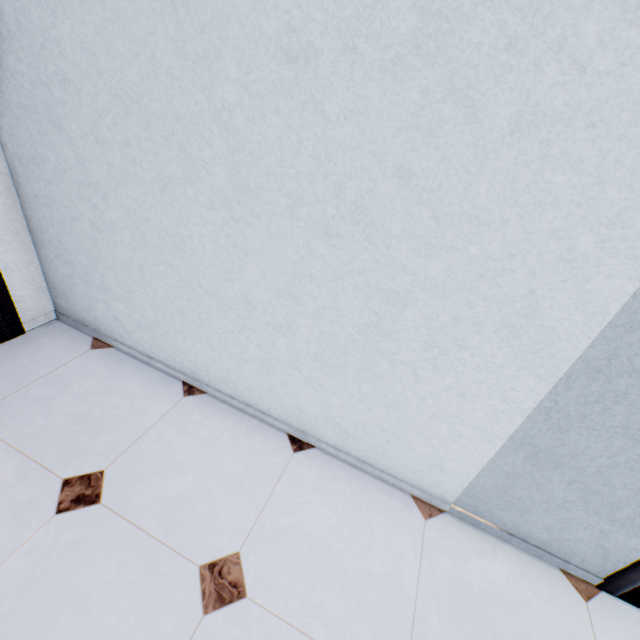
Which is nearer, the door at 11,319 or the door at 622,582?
the door at 622,582

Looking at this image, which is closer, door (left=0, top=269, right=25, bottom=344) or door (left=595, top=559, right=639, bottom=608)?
door (left=595, top=559, right=639, bottom=608)

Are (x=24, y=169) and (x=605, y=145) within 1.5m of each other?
no
